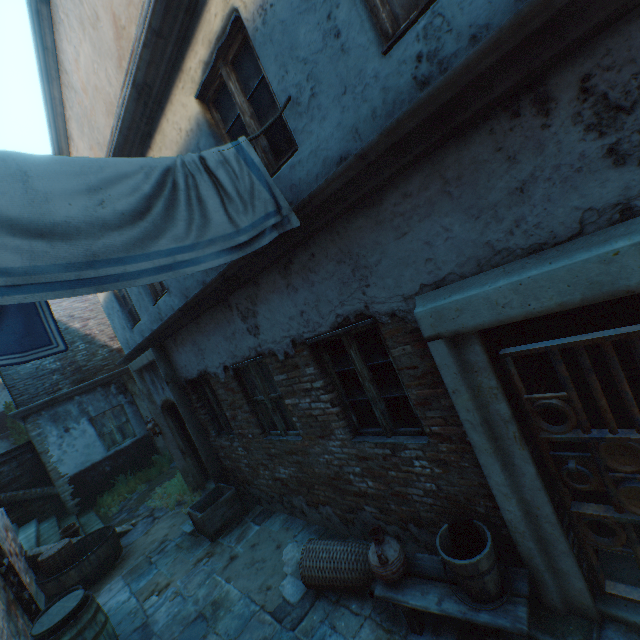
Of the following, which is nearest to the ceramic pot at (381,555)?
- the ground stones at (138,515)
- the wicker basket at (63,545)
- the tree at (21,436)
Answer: the ground stones at (138,515)

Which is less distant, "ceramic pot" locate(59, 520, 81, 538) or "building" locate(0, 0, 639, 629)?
"building" locate(0, 0, 639, 629)

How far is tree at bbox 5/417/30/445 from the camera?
20.64m

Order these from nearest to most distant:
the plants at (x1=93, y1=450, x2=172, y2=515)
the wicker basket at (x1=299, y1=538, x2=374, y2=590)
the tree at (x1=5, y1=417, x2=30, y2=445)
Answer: the wicker basket at (x1=299, y1=538, x2=374, y2=590) → the plants at (x1=93, y1=450, x2=172, y2=515) → the tree at (x1=5, y1=417, x2=30, y2=445)

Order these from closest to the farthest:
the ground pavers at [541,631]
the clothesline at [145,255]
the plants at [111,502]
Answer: the clothesline at [145,255]
the ground pavers at [541,631]
the plants at [111,502]

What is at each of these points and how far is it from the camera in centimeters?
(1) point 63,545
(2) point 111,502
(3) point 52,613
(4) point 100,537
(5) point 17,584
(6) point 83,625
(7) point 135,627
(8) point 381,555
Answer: (1) wicker basket, 630cm
(2) plants, 1004cm
(3) barrel lid, 396cm
(4) cask, 724cm
(5) ladder, 455cm
(6) barrel, 374cm
(7) ground pavers, 456cm
(8) ceramic pot, 292cm

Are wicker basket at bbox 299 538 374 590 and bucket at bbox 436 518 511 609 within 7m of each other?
yes

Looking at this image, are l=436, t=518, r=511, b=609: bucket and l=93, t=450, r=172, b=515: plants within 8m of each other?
no
